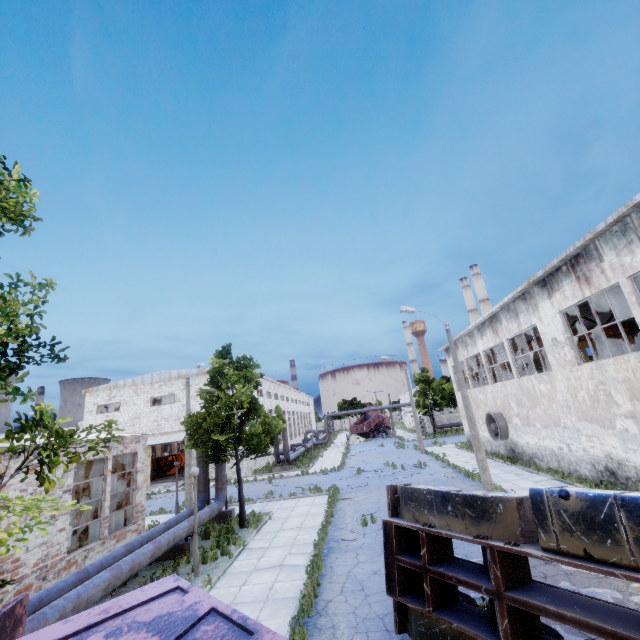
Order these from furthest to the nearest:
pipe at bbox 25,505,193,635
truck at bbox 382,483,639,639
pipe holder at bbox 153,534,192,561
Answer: pipe holder at bbox 153,534,192,561, pipe at bbox 25,505,193,635, truck at bbox 382,483,639,639

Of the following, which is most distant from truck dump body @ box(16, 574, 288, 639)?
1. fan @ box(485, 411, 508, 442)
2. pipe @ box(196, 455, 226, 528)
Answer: fan @ box(485, 411, 508, 442)

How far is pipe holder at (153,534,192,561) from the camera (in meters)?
12.90

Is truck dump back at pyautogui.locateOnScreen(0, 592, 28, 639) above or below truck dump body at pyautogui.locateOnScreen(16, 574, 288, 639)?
below

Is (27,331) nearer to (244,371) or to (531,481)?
(244,371)

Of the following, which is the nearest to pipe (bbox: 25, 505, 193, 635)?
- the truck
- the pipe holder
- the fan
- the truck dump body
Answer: the pipe holder

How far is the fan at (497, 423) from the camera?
22.4 meters

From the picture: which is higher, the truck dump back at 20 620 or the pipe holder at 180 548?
the truck dump back at 20 620
